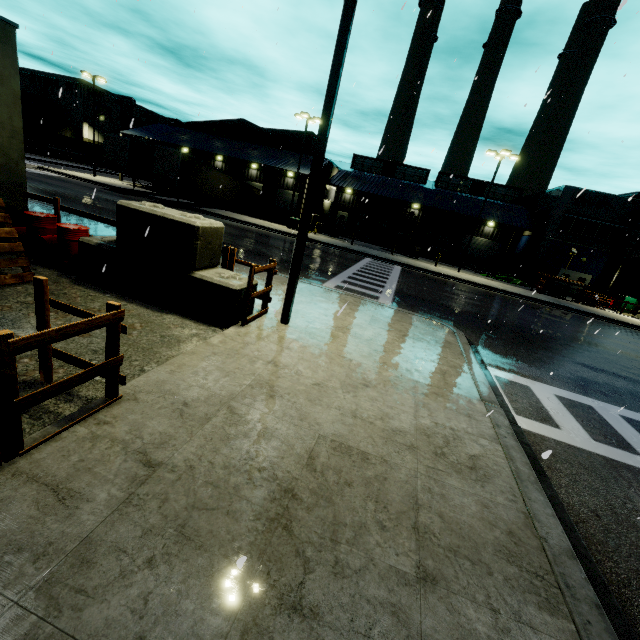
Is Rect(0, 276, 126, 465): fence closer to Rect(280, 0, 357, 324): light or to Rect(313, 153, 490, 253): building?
Rect(313, 153, 490, 253): building

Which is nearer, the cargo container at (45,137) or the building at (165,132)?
the building at (165,132)

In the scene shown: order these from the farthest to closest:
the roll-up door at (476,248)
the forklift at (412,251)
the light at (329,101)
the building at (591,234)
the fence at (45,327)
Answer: the roll-up door at (476,248) < the forklift at (412,251) < the building at (591,234) < the light at (329,101) < the fence at (45,327)

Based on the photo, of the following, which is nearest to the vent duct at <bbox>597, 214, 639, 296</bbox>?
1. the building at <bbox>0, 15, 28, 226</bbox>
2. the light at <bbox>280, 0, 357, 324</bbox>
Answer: the building at <bbox>0, 15, 28, 226</bbox>

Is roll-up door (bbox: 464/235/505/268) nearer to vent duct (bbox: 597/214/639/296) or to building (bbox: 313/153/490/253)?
building (bbox: 313/153/490/253)

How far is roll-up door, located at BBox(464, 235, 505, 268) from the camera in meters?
41.1

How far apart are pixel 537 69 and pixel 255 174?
36.2 meters

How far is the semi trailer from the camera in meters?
26.9
